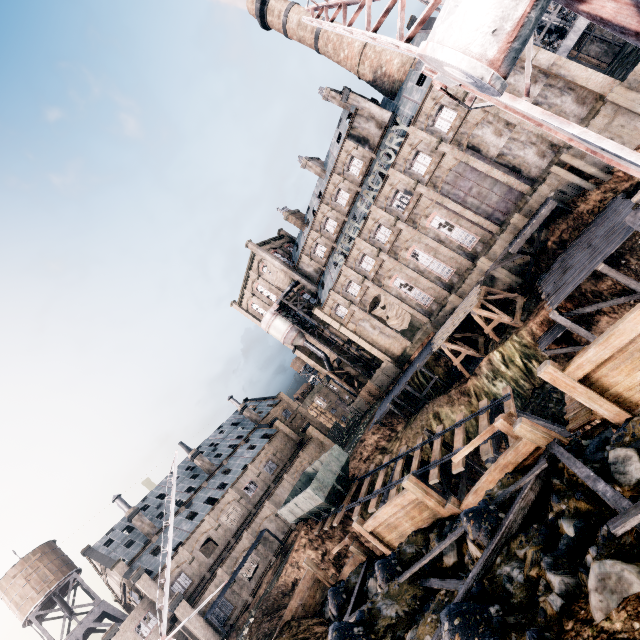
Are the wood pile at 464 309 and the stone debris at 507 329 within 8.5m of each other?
yes

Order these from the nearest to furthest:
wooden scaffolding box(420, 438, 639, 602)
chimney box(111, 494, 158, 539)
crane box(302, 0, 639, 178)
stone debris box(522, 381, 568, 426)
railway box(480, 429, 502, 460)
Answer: crane box(302, 0, 639, 178) < wooden scaffolding box(420, 438, 639, 602) < railway box(480, 429, 502, 460) < stone debris box(522, 381, 568, 426) < chimney box(111, 494, 158, 539)

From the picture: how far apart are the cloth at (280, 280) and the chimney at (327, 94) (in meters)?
25.33

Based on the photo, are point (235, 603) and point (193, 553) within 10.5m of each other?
yes

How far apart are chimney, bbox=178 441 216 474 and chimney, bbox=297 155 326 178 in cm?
4843

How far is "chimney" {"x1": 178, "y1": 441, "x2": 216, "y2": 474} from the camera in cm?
5300

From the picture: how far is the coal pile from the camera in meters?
31.4

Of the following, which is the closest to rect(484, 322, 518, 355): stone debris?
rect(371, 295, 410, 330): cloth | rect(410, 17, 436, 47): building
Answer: rect(410, 17, 436, 47): building
